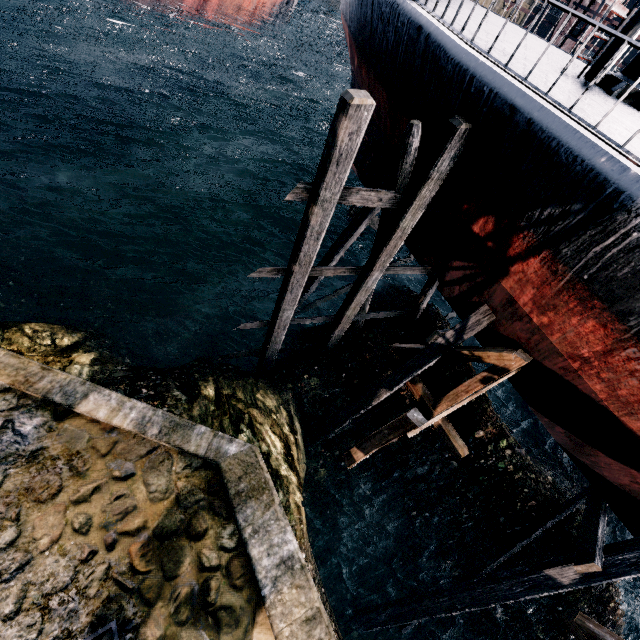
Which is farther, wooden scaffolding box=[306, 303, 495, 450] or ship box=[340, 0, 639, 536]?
wooden scaffolding box=[306, 303, 495, 450]

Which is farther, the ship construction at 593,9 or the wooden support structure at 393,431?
the ship construction at 593,9

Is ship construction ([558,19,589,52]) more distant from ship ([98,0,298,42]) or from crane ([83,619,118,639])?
crane ([83,619,118,639])

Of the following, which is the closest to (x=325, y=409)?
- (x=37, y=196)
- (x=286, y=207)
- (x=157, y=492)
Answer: (x=157, y=492)

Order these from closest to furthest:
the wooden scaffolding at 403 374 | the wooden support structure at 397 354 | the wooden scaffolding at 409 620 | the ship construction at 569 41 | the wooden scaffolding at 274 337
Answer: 1. the wooden scaffolding at 274 337
2. the wooden scaffolding at 409 620
3. the wooden scaffolding at 403 374
4. the wooden support structure at 397 354
5. the ship construction at 569 41

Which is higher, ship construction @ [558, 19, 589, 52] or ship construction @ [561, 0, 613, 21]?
ship construction @ [561, 0, 613, 21]

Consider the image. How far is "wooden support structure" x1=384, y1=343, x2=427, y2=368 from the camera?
11.24m

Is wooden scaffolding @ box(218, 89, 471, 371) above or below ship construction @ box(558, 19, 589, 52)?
below
